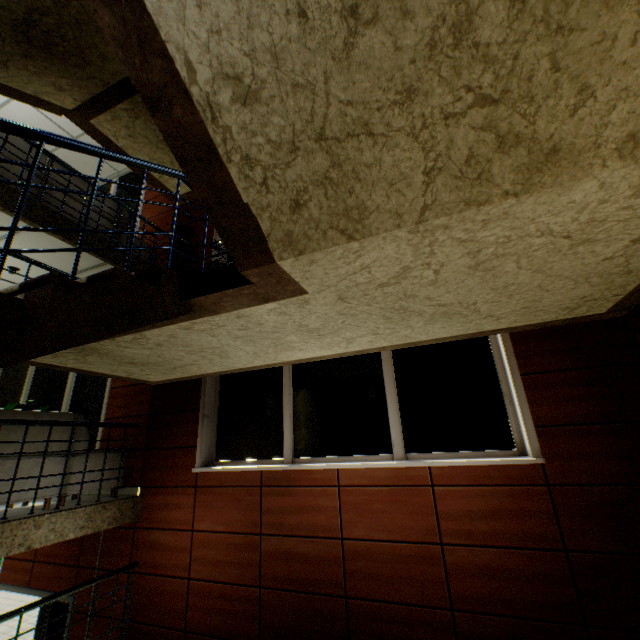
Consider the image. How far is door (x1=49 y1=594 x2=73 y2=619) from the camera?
4.4m

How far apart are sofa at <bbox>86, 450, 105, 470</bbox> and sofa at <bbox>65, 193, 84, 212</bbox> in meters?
2.4 m

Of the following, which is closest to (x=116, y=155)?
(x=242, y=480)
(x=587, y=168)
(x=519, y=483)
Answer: (x=587, y=168)

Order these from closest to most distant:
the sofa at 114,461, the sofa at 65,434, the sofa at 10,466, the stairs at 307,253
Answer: the stairs at 307,253 → the sofa at 10,466 → the sofa at 65,434 → the sofa at 114,461

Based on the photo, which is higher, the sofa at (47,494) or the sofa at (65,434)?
the sofa at (65,434)

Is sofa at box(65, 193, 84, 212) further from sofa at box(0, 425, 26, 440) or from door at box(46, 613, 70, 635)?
door at box(46, 613, 70, 635)
